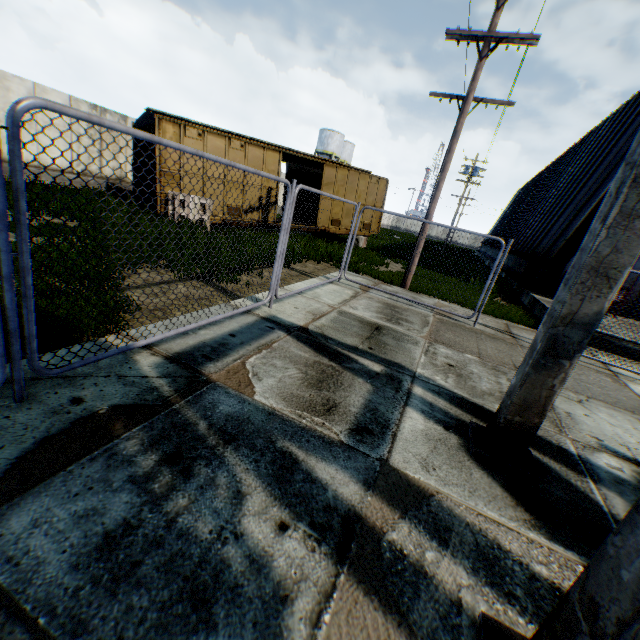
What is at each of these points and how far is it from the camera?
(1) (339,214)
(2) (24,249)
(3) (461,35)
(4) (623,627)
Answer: (1) train, 17.5 meters
(2) metal fence, 2.2 meters
(3) electric pole, 8.7 meters
(4) concrete support, 1.1 meters

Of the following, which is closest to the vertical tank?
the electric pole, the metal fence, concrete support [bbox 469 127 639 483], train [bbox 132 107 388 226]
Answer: train [bbox 132 107 388 226]

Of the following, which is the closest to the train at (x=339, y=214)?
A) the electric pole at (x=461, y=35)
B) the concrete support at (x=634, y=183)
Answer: the electric pole at (x=461, y=35)

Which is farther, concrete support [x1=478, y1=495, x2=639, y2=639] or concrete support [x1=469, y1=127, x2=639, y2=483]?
concrete support [x1=469, y1=127, x2=639, y2=483]

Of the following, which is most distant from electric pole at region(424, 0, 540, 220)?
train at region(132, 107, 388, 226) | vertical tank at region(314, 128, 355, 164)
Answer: vertical tank at region(314, 128, 355, 164)

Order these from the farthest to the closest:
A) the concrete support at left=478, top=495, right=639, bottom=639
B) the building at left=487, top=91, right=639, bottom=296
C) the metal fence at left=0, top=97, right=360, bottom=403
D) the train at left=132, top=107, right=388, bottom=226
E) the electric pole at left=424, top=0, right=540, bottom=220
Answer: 1. the building at left=487, top=91, right=639, bottom=296
2. the train at left=132, top=107, right=388, bottom=226
3. the electric pole at left=424, top=0, right=540, bottom=220
4. the metal fence at left=0, top=97, right=360, bottom=403
5. the concrete support at left=478, top=495, right=639, bottom=639

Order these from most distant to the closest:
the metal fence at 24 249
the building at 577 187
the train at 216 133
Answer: the building at 577 187 < the train at 216 133 < the metal fence at 24 249

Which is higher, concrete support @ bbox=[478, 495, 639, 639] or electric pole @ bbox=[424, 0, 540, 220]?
electric pole @ bbox=[424, 0, 540, 220]
